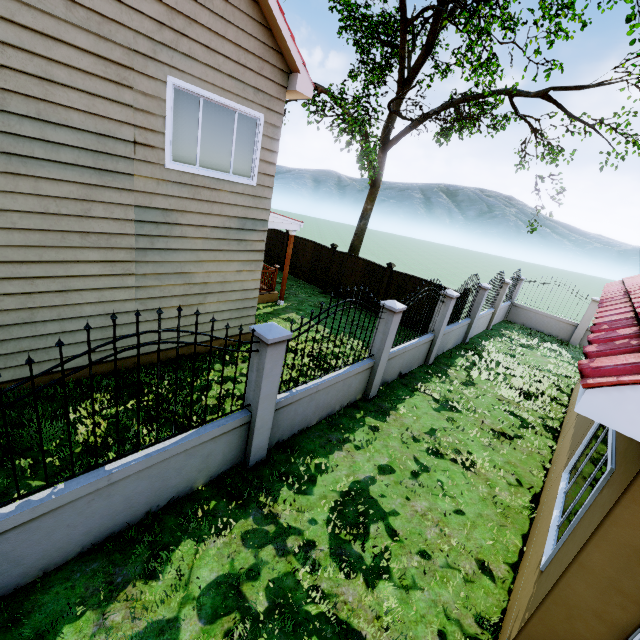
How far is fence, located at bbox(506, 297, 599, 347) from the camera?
14.9 meters

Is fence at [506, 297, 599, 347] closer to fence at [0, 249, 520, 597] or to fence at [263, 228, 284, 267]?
fence at [0, 249, 520, 597]

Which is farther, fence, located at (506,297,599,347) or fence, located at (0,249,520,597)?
fence, located at (506,297,599,347)

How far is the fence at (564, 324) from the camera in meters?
14.9

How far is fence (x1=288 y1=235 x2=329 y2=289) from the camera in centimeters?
1512cm

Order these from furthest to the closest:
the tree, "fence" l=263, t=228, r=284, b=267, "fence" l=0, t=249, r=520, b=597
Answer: "fence" l=263, t=228, r=284, b=267 → the tree → "fence" l=0, t=249, r=520, b=597

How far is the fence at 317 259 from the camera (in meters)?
15.12

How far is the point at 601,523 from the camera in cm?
249
